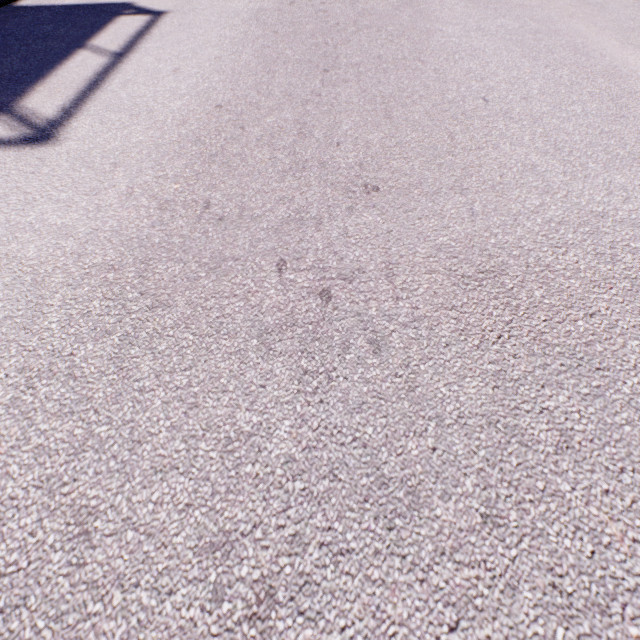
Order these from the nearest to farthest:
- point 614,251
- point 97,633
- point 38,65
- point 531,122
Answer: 1. point 97,633
2. point 614,251
3. point 531,122
4. point 38,65
